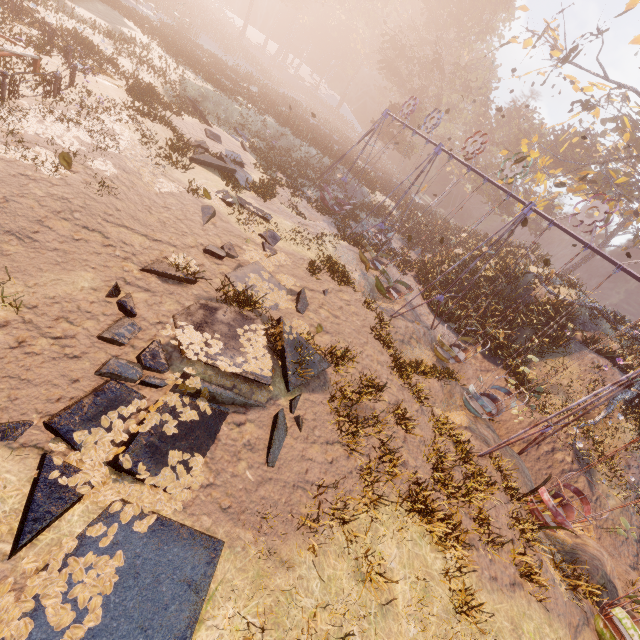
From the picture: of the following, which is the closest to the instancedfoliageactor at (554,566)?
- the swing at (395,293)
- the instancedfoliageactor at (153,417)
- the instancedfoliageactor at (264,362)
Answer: the swing at (395,293)

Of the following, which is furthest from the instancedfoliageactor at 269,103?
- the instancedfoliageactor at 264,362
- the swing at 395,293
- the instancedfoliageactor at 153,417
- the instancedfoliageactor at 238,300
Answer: the instancedfoliageactor at 153,417

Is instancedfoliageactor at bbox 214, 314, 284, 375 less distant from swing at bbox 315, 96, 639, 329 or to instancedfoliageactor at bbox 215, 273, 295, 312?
instancedfoliageactor at bbox 215, 273, 295, 312

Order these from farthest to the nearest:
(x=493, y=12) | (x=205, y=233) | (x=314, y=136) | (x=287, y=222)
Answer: (x=493, y=12) < (x=314, y=136) < (x=287, y=222) < (x=205, y=233)

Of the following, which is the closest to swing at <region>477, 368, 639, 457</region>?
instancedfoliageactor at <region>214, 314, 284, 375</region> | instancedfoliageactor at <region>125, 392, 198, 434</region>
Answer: instancedfoliageactor at <region>214, 314, 284, 375</region>

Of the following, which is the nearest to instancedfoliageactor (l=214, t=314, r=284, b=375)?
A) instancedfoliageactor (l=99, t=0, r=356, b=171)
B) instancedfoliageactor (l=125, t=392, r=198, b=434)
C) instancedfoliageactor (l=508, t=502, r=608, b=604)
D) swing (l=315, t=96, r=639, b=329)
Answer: instancedfoliageactor (l=125, t=392, r=198, b=434)

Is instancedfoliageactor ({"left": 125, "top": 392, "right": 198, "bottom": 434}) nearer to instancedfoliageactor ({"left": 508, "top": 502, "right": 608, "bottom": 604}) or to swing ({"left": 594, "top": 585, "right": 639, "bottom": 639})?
swing ({"left": 594, "top": 585, "right": 639, "bottom": 639})

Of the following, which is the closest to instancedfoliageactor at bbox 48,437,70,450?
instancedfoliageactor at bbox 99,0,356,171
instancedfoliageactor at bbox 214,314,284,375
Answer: instancedfoliageactor at bbox 214,314,284,375
